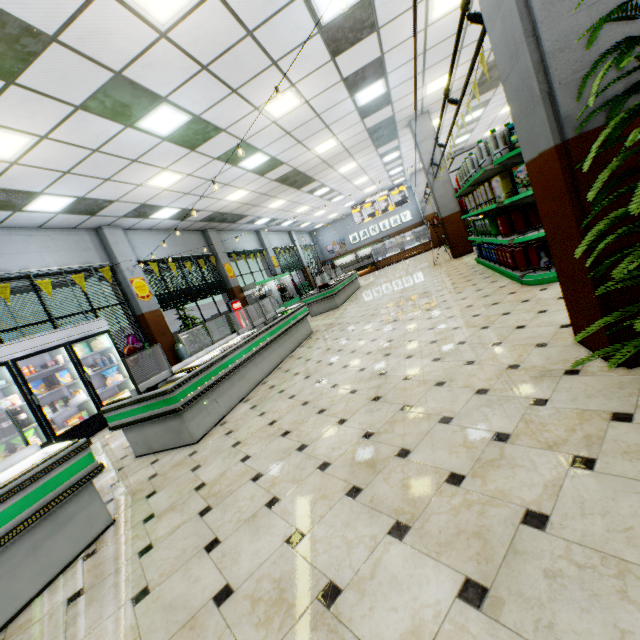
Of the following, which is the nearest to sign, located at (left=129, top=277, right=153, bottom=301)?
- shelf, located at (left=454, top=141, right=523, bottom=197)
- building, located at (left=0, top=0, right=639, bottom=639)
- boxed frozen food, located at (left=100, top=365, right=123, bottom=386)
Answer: building, located at (left=0, top=0, right=639, bottom=639)

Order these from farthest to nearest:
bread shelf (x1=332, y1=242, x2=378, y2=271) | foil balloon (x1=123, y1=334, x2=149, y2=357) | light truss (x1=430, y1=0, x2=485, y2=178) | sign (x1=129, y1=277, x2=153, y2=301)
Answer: bread shelf (x1=332, y1=242, x2=378, y2=271) → sign (x1=129, y1=277, x2=153, y2=301) → foil balloon (x1=123, y1=334, x2=149, y2=357) → light truss (x1=430, y1=0, x2=485, y2=178)

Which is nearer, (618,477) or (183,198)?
(618,477)

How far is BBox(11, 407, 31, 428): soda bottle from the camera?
5.88m

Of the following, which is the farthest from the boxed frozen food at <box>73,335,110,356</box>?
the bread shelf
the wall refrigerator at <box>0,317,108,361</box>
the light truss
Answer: the bread shelf

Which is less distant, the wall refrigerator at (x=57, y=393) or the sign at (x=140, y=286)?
the wall refrigerator at (x=57, y=393)

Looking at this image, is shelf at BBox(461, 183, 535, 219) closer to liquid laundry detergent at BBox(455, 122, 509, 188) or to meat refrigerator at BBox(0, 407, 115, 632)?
liquid laundry detergent at BBox(455, 122, 509, 188)

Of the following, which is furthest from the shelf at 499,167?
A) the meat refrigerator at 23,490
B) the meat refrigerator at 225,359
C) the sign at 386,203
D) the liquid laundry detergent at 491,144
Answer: the sign at 386,203
